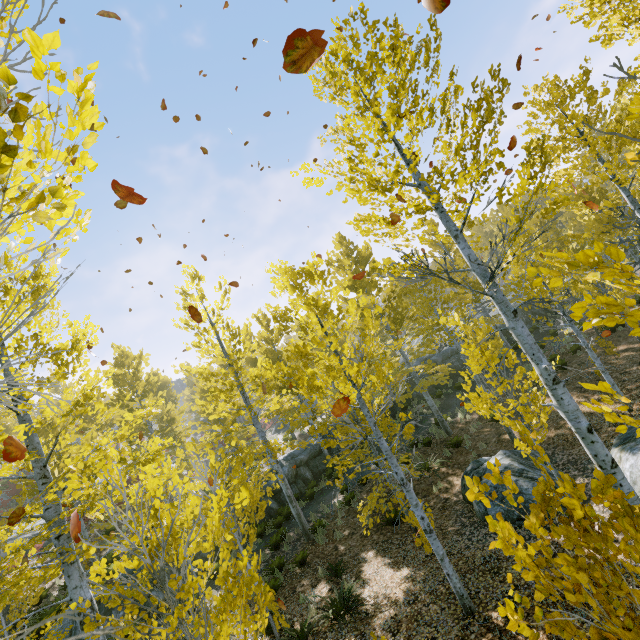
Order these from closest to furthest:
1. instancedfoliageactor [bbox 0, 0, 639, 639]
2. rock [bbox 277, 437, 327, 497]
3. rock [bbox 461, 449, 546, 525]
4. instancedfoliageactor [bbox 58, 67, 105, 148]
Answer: instancedfoliageactor [bbox 58, 67, 105, 148], instancedfoliageactor [bbox 0, 0, 639, 639], rock [bbox 461, 449, 546, 525], rock [bbox 277, 437, 327, 497]

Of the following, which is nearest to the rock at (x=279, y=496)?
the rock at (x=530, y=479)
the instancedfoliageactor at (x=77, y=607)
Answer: the instancedfoliageactor at (x=77, y=607)

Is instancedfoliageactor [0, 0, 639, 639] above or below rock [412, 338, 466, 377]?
above

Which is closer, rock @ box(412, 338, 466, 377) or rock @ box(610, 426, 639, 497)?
rock @ box(610, 426, 639, 497)

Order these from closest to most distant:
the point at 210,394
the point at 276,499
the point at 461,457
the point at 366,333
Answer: the point at 366,333
the point at 461,457
the point at 276,499
the point at 210,394

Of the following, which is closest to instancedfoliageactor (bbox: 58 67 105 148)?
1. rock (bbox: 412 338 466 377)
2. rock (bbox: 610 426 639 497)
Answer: rock (bbox: 412 338 466 377)

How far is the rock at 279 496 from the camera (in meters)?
16.95

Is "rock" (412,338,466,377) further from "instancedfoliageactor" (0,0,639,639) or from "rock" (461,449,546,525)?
"rock" (461,449,546,525)
